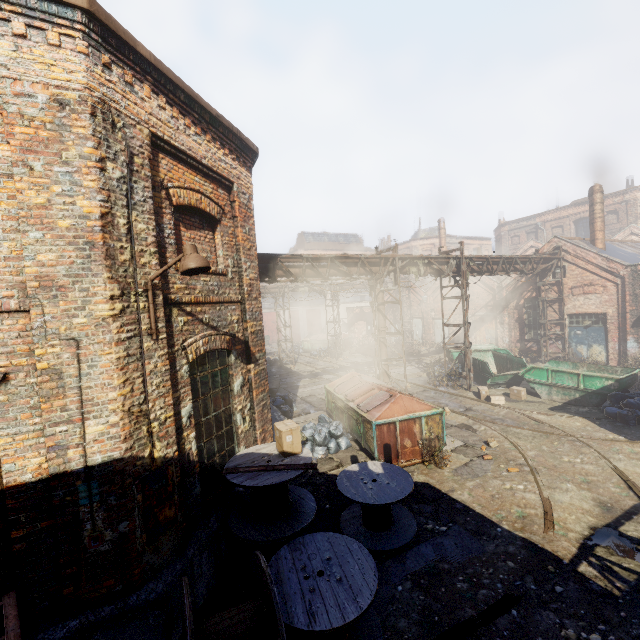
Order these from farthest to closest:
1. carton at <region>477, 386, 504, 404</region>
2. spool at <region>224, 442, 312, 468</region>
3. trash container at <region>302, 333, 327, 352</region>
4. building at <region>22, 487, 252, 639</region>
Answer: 1. trash container at <region>302, 333, 327, 352</region>
2. carton at <region>477, 386, 504, 404</region>
3. spool at <region>224, 442, 312, 468</region>
4. building at <region>22, 487, 252, 639</region>

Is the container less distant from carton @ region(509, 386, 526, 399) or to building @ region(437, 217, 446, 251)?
carton @ region(509, 386, 526, 399)

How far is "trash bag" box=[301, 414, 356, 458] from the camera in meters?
9.9 m

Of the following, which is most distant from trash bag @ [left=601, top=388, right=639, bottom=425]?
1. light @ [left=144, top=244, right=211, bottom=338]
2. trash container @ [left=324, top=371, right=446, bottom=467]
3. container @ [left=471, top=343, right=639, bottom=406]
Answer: light @ [left=144, top=244, right=211, bottom=338]

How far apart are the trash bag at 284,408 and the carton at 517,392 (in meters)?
9.38

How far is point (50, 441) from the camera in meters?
3.9 m

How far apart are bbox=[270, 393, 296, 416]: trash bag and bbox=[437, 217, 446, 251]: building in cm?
2599

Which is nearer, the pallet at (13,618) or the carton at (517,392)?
the pallet at (13,618)
